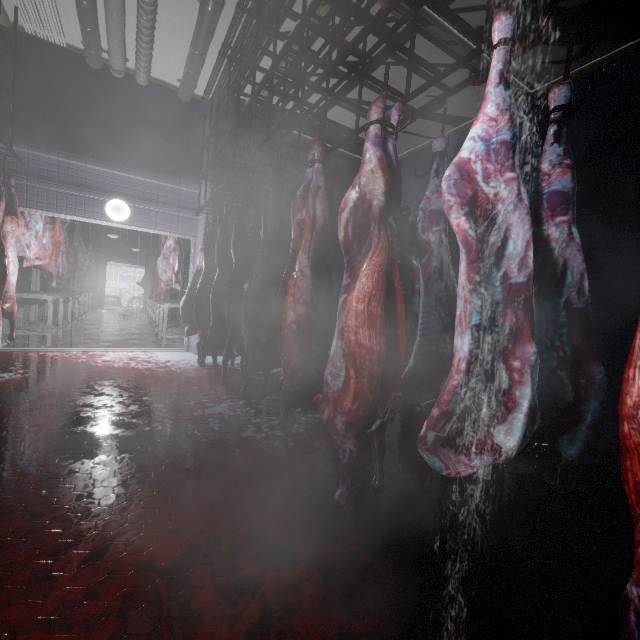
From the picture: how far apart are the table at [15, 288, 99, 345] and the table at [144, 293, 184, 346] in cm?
158

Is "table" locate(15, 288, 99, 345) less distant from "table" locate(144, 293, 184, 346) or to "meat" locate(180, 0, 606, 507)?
"table" locate(144, 293, 184, 346)

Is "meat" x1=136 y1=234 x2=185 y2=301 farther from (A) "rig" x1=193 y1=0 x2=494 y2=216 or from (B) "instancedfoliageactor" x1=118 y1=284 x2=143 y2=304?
(B) "instancedfoliageactor" x1=118 y1=284 x2=143 y2=304

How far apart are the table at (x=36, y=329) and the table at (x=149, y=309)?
1.6 meters

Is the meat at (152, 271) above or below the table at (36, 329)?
above

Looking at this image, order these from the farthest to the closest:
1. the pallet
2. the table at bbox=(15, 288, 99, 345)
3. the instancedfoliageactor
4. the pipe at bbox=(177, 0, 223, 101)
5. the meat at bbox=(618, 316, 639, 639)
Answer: the instancedfoliageactor < the table at bbox=(15, 288, 99, 345) < the pallet < the pipe at bbox=(177, 0, 223, 101) < the meat at bbox=(618, 316, 639, 639)

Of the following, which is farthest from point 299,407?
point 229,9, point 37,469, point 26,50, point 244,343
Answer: point 26,50

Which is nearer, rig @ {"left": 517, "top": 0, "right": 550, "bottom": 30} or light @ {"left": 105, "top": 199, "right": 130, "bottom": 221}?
rig @ {"left": 517, "top": 0, "right": 550, "bottom": 30}
